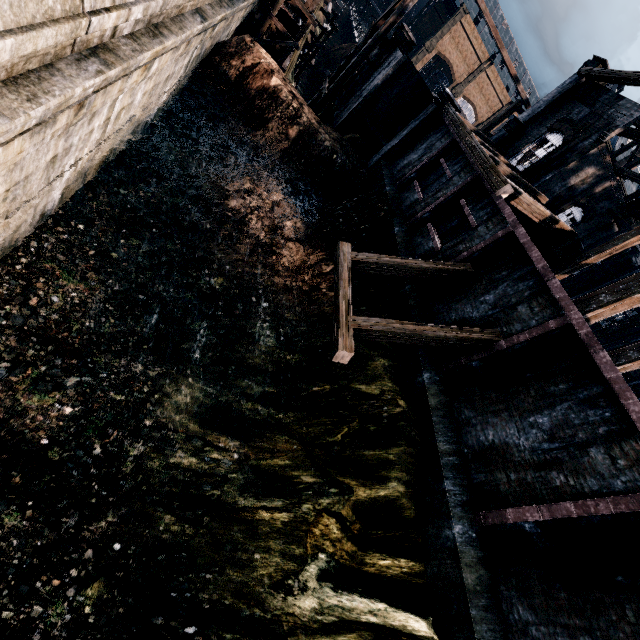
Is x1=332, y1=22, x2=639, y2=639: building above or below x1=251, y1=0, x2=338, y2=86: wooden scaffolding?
above

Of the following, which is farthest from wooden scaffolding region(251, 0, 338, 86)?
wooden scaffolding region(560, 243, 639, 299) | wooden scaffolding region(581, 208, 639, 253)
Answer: wooden scaffolding region(560, 243, 639, 299)

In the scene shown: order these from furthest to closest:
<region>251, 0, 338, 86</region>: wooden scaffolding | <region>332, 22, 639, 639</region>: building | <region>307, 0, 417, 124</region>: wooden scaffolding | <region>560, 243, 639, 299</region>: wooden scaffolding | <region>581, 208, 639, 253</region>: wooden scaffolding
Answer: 1. <region>560, 243, 639, 299</region>: wooden scaffolding
2. <region>581, 208, 639, 253</region>: wooden scaffolding
3. <region>251, 0, 338, 86</region>: wooden scaffolding
4. <region>307, 0, 417, 124</region>: wooden scaffolding
5. <region>332, 22, 639, 639</region>: building

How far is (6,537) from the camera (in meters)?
6.94

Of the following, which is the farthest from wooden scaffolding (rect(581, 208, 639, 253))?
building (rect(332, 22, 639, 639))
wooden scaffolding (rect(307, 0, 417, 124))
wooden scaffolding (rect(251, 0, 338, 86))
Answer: wooden scaffolding (rect(251, 0, 338, 86))

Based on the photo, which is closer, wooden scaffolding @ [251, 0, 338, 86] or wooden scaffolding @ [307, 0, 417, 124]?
wooden scaffolding @ [307, 0, 417, 124]

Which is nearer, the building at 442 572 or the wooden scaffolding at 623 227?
the building at 442 572

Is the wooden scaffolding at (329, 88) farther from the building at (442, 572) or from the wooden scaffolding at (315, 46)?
the wooden scaffolding at (315, 46)
